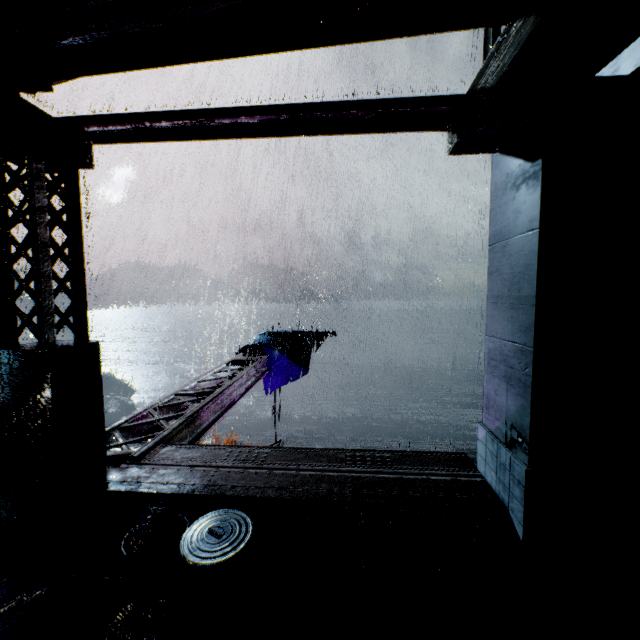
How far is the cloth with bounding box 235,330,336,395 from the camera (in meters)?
13.91

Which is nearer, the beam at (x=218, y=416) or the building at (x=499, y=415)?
the building at (x=499, y=415)

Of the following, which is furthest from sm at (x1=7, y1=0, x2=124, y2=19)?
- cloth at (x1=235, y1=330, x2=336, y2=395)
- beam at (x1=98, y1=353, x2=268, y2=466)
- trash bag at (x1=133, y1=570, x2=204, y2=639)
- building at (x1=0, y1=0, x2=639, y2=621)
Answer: cloth at (x1=235, y1=330, x2=336, y2=395)

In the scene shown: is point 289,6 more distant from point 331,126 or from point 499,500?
point 499,500

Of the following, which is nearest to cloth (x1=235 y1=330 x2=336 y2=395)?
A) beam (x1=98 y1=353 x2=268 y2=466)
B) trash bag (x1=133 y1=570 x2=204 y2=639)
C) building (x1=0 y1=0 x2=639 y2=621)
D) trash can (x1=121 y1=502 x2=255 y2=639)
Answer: beam (x1=98 y1=353 x2=268 y2=466)

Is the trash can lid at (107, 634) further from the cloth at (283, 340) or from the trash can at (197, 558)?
the cloth at (283, 340)

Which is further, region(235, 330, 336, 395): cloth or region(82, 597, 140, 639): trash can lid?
region(235, 330, 336, 395): cloth

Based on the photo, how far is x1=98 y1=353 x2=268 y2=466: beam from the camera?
5.64m
